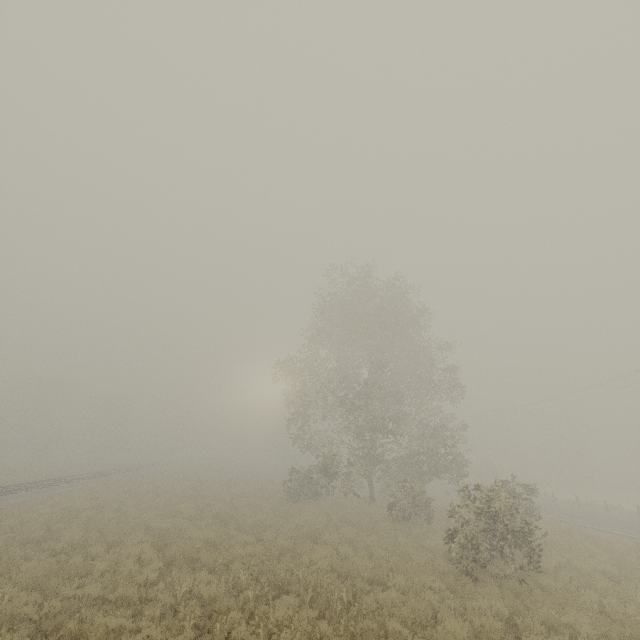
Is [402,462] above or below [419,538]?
above
